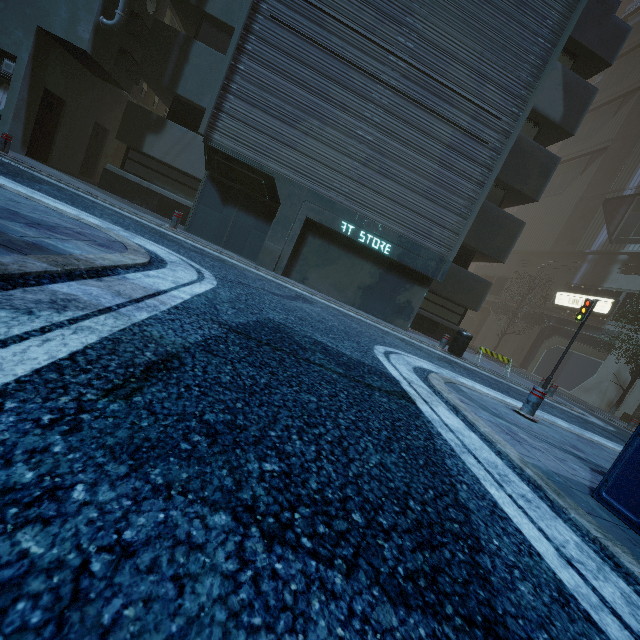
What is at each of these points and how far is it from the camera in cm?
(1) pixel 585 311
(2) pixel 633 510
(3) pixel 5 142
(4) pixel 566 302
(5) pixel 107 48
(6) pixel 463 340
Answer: (1) traffic light, 1170
(2) building, 284
(3) bollard, 912
(4) sign, 2814
(5) building, 1129
(6) garbage can, 1133

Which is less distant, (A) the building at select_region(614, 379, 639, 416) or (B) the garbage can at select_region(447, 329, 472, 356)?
(B) the garbage can at select_region(447, 329, 472, 356)

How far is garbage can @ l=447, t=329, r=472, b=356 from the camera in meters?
11.3 m

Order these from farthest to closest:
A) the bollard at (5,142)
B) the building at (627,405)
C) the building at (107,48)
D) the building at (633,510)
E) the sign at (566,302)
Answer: the sign at (566,302) < the building at (627,405) < the building at (107,48) < the bollard at (5,142) < the building at (633,510)

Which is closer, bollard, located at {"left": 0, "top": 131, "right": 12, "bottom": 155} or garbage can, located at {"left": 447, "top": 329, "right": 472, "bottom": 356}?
bollard, located at {"left": 0, "top": 131, "right": 12, "bottom": 155}

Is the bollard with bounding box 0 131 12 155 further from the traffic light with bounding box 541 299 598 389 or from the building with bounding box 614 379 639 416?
the traffic light with bounding box 541 299 598 389

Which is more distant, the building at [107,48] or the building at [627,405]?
the building at [627,405]
